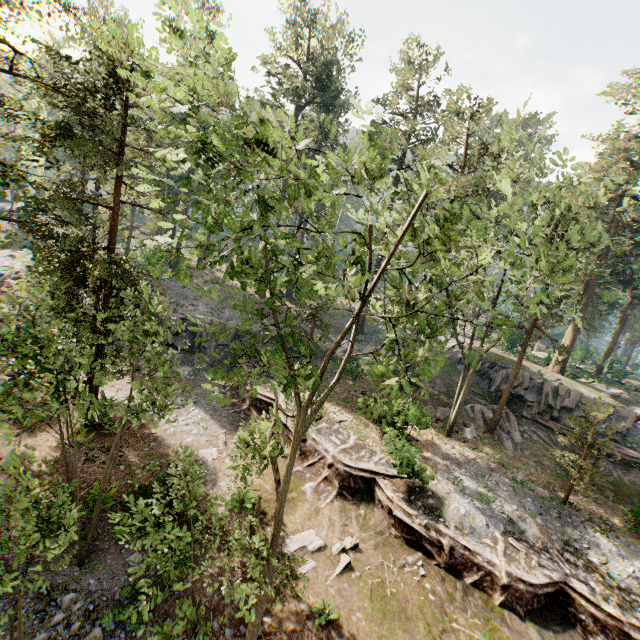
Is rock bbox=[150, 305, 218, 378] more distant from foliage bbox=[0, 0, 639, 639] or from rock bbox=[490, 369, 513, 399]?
rock bbox=[490, 369, 513, 399]

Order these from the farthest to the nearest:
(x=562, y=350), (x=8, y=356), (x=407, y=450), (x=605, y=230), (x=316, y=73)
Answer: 1. (x=316, y=73)
2. (x=605, y=230)
3. (x=562, y=350)
4. (x=407, y=450)
5. (x=8, y=356)

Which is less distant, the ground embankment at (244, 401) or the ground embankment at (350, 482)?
the ground embankment at (350, 482)

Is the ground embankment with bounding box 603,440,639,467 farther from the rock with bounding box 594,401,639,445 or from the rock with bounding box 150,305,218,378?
the rock with bounding box 150,305,218,378

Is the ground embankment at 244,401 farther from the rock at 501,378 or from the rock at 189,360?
the rock at 501,378

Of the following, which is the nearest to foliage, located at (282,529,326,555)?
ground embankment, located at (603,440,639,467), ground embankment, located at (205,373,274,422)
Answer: ground embankment, located at (205,373,274,422)

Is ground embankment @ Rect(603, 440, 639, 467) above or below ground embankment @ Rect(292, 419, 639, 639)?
above

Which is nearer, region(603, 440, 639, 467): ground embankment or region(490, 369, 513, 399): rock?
region(603, 440, 639, 467): ground embankment
